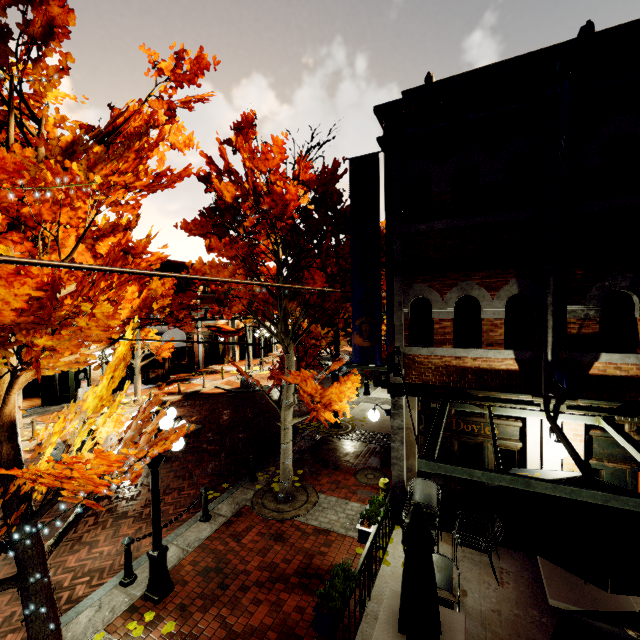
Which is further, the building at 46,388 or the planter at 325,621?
the building at 46,388

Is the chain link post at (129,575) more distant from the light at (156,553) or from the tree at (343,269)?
the tree at (343,269)

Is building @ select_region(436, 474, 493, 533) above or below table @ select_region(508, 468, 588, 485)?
below

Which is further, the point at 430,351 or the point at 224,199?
the point at 224,199

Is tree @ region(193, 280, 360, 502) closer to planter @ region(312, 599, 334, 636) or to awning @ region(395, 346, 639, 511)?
awning @ region(395, 346, 639, 511)

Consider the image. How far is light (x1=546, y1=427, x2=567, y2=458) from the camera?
5.72m

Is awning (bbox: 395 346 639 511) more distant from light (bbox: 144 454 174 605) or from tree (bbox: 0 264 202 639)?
light (bbox: 144 454 174 605)

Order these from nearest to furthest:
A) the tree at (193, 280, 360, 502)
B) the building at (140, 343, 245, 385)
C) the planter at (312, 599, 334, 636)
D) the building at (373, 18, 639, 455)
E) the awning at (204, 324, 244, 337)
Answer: the planter at (312, 599, 334, 636) → the building at (373, 18, 639, 455) → the tree at (193, 280, 360, 502) → the building at (140, 343, 245, 385) → the awning at (204, 324, 244, 337)
